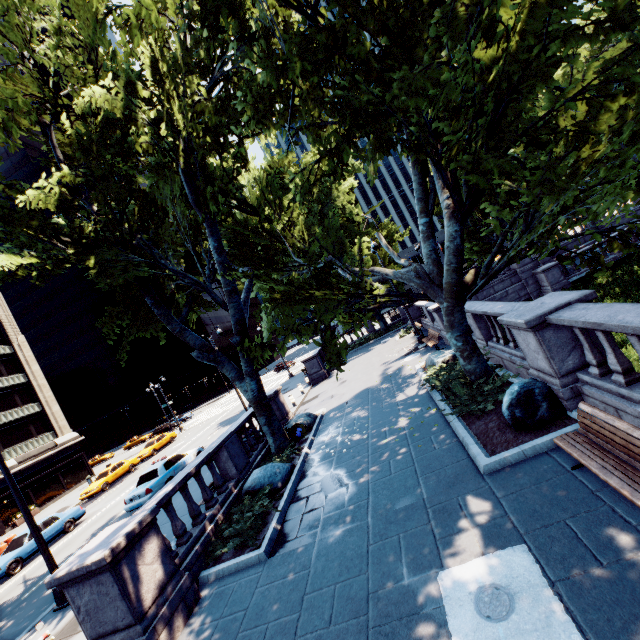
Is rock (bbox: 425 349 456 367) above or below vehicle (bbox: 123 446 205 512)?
below

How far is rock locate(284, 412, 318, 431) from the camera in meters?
14.8 m

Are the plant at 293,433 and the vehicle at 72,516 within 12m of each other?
no

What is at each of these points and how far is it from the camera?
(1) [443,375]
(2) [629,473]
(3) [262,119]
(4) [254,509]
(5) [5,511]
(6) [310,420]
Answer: (1) bush, 11.2 meters
(2) bench, 4.3 meters
(3) tree, 10.8 meters
(4) bush, 8.7 meters
(5) building, 30.8 meters
(6) rock, 15.1 meters

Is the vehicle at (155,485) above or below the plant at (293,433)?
above

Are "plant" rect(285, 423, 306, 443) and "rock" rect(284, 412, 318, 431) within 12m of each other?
yes

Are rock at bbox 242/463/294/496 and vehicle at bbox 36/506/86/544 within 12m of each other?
no

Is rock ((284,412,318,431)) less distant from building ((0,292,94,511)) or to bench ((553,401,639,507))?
bench ((553,401,639,507))
